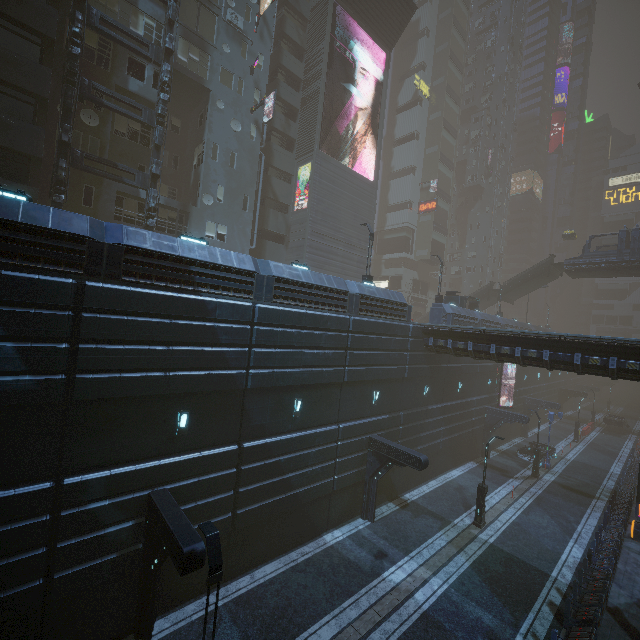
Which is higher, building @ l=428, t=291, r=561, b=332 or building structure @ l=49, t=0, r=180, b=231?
building structure @ l=49, t=0, r=180, b=231

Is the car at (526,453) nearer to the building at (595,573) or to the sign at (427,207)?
the building at (595,573)

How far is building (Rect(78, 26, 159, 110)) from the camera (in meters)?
19.36

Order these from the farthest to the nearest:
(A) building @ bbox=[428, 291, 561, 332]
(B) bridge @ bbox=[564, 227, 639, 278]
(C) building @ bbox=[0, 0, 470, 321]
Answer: (B) bridge @ bbox=[564, 227, 639, 278] < (A) building @ bbox=[428, 291, 561, 332] < (C) building @ bbox=[0, 0, 470, 321]

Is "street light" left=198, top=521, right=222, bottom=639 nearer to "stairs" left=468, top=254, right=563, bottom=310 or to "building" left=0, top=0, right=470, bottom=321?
"building" left=0, top=0, right=470, bottom=321

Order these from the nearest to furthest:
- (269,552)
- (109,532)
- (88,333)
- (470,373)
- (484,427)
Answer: (88,333)
(109,532)
(269,552)
(470,373)
(484,427)

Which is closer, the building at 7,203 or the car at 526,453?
the building at 7,203

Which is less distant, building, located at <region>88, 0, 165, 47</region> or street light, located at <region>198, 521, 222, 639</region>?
street light, located at <region>198, 521, 222, 639</region>
